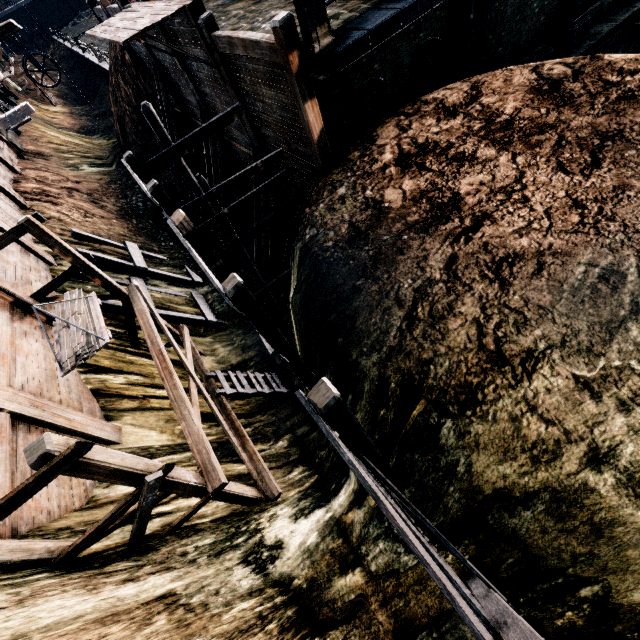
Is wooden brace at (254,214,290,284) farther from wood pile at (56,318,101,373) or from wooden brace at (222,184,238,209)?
wood pile at (56,318,101,373)

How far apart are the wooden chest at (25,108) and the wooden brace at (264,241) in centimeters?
1585cm

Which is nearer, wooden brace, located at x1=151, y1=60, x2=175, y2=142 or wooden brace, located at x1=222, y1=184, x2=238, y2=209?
wooden brace, located at x1=151, y1=60, x2=175, y2=142

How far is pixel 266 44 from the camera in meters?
7.9

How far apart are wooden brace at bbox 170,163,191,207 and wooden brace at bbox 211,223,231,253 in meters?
4.4 m

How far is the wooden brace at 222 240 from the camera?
19.4m

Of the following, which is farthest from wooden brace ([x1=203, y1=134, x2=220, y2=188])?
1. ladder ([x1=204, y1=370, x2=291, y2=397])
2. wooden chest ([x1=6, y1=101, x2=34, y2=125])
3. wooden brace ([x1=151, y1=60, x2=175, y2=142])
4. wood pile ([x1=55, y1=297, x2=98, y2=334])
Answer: wood pile ([x1=55, y1=297, x2=98, y2=334])

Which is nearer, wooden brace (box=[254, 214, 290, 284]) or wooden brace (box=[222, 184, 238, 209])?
wooden brace (box=[254, 214, 290, 284])
